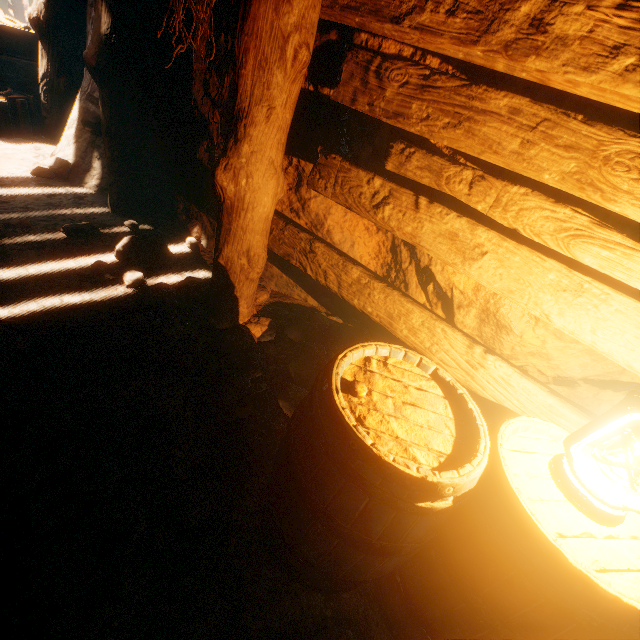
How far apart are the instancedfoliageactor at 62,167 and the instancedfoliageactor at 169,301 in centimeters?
173cm

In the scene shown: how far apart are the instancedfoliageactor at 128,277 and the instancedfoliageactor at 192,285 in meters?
0.1

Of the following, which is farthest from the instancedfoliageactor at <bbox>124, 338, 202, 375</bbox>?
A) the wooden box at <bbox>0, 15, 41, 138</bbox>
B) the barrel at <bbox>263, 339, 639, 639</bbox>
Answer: the wooden box at <bbox>0, 15, 41, 138</bbox>

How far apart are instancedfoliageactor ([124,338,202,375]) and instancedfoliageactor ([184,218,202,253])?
1.06m

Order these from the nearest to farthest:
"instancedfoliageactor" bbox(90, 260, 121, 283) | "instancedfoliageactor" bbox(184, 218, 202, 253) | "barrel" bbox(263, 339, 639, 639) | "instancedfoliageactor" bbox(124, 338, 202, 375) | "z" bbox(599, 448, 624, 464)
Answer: "barrel" bbox(263, 339, 639, 639), "z" bbox(599, 448, 624, 464), "instancedfoliageactor" bbox(124, 338, 202, 375), "instancedfoliageactor" bbox(90, 260, 121, 283), "instancedfoliageactor" bbox(184, 218, 202, 253)

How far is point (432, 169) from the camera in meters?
1.6 m

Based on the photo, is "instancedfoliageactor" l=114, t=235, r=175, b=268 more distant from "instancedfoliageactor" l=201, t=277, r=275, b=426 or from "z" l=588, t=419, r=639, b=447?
"instancedfoliageactor" l=201, t=277, r=275, b=426

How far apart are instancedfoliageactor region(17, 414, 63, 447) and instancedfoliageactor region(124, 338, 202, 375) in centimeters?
53cm
